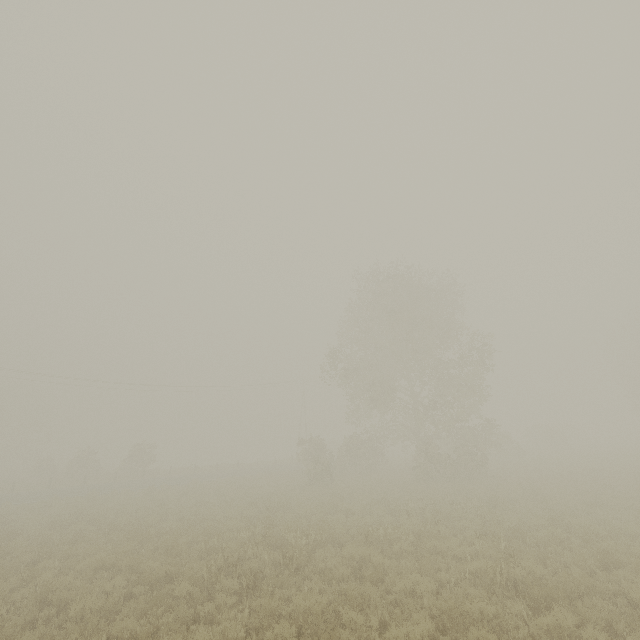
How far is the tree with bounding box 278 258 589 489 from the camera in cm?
2425

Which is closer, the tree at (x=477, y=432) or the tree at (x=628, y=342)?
the tree at (x=477, y=432)

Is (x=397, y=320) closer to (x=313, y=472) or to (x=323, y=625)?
(x=313, y=472)

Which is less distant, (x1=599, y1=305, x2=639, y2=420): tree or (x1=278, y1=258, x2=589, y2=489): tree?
(x1=278, y1=258, x2=589, y2=489): tree

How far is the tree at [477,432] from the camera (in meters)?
24.25
